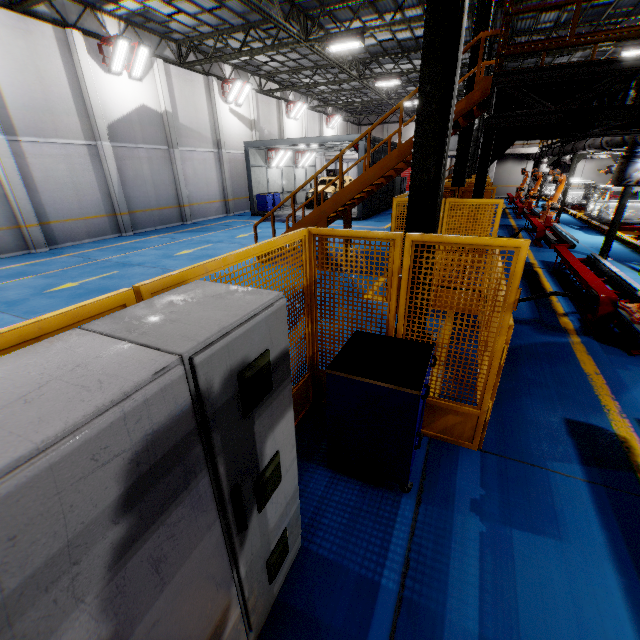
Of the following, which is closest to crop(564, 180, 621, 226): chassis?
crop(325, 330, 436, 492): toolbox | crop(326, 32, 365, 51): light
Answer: crop(325, 330, 436, 492): toolbox

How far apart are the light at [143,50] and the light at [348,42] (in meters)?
8.35

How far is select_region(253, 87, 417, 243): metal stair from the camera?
7.7m

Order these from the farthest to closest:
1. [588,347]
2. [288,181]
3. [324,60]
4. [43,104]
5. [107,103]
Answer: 1. [288,181]
2. [324,60]
3. [107,103]
4. [43,104]
5. [588,347]

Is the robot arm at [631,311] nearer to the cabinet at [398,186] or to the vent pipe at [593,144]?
the vent pipe at [593,144]

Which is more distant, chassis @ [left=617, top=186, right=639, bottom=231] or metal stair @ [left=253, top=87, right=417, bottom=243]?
chassis @ [left=617, top=186, right=639, bottom=231]

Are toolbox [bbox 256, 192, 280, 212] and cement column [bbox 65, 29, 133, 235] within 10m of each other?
yes

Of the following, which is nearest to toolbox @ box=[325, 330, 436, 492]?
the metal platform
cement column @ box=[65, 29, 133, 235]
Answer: the metal platform
